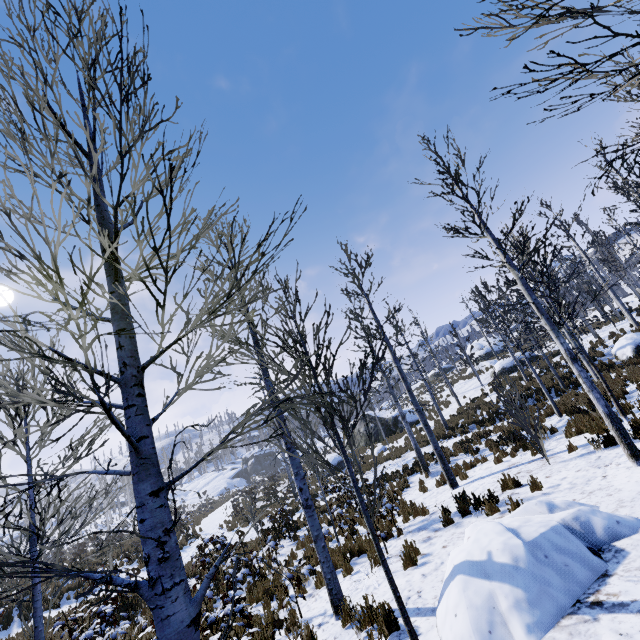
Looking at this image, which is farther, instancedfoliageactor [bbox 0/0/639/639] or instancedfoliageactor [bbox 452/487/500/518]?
instancedfoliageactor [bbox 452/487/500/518]

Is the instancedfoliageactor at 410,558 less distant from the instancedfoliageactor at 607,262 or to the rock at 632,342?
the instancedfoliageactor at 607,262

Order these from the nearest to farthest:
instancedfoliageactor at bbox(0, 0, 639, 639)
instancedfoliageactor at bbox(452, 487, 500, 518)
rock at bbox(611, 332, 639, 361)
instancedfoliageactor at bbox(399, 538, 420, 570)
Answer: instancedfoliageactor at bbox(0, 0, 639, 639) → instancedfoliageactor at bbox(399, 538, 420, 570) → instancedfoliageactor at bbox(452, 487, 500, 518) → rock at bbox(611, 332, 639, 361)

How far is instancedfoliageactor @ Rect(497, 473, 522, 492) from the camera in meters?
7.6 m

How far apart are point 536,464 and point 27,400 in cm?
1069

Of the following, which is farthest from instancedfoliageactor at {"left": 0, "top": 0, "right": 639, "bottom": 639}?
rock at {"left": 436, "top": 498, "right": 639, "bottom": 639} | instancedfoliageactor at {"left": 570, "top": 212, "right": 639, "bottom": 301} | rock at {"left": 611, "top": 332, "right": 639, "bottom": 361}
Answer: rock at {"left": 611, "top": 332, "right": 639, "bottom": 361}

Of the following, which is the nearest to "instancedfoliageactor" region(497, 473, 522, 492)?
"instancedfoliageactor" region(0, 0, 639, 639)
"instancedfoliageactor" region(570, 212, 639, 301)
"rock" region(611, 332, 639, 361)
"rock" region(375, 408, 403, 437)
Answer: "instancedfoliageactor" region(0, 0, 639, 639)

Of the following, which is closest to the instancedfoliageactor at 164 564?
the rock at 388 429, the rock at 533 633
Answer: the rock at 533 633
